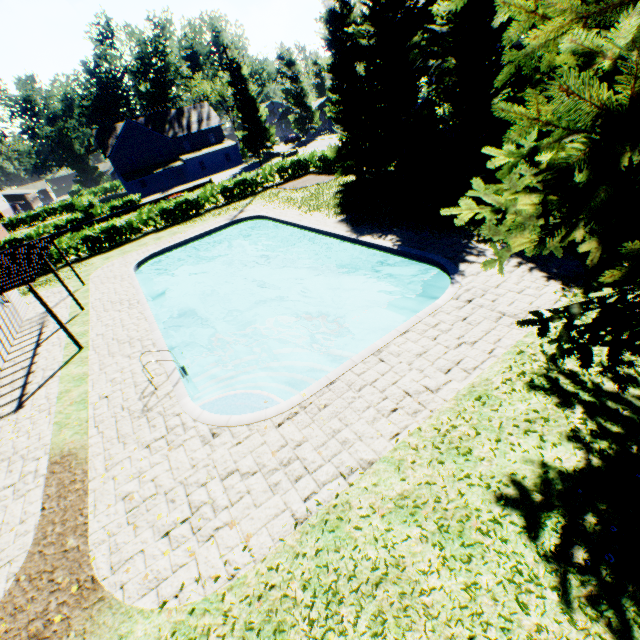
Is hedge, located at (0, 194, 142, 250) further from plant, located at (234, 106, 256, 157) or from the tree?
plant, located at (234, 106, 256, 157)

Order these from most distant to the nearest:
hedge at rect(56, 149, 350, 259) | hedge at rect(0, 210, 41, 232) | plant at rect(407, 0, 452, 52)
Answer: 1. hedge at rect(0, 210, 41, 232)
2. plant at rect(407, 0, 452, 52)
3. hedge at rect(56, 149, 350, 259)

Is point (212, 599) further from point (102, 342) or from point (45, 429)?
point (102, 342)

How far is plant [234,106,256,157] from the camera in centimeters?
5303cm

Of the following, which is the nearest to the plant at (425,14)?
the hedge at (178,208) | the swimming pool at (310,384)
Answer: the hedge at (178,208)

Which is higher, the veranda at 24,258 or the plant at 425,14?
the plant at 425,14

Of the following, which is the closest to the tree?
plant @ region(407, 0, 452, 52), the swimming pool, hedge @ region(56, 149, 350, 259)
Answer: hedge @ region(56, 149, 350, 259)

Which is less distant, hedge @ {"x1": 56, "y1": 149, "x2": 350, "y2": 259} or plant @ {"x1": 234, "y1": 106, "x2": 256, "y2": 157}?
hedge @ {"x1": 56, "y1": 149, "x2": 350, "y2": 259}
